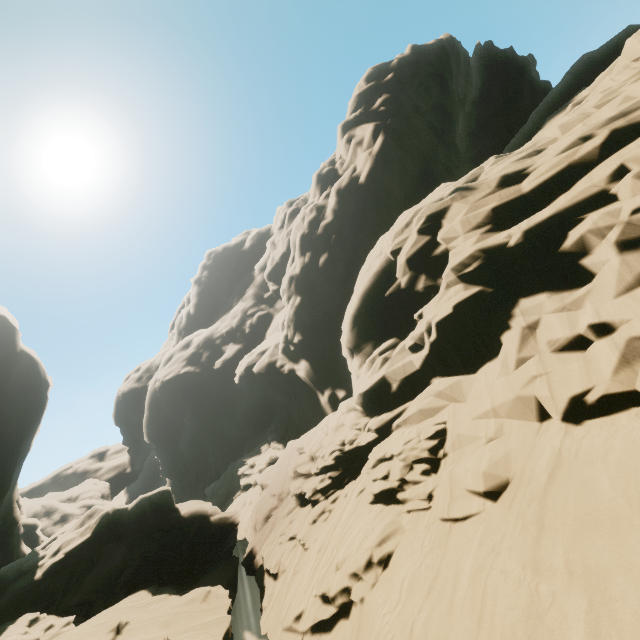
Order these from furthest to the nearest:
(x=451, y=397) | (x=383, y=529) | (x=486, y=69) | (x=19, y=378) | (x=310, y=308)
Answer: (x=486, y=69) → (x=310, y=308) → (x=19, y=378) → (x=451, y=397) → (x=383, y=529)
